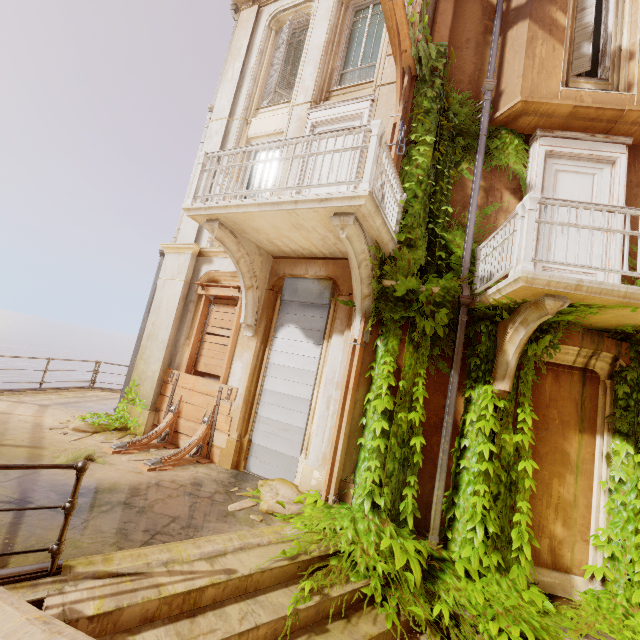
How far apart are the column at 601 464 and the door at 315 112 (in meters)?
4.33

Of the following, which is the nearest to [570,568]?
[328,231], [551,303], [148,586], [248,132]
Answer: [551,303]

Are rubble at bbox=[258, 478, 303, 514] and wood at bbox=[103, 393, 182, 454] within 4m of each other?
yes

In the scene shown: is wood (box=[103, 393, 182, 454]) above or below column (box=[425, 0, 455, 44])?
below

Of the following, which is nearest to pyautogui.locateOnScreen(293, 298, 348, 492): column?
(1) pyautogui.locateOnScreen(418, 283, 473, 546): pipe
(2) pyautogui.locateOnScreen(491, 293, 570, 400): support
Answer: (1) pyautogui.locateOnScreen(418, 283, 473, 546): pipe

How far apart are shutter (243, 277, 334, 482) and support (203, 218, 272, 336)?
0.29m

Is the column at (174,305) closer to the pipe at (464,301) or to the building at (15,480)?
the building at (15,480)

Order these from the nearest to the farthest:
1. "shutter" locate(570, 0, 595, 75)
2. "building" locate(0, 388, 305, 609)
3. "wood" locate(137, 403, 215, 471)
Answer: "building" locate(0, 388, 305, 609), "wood" locate(137, 403, 215, 471), "shutter" locate(570, 0, 595, 75)
